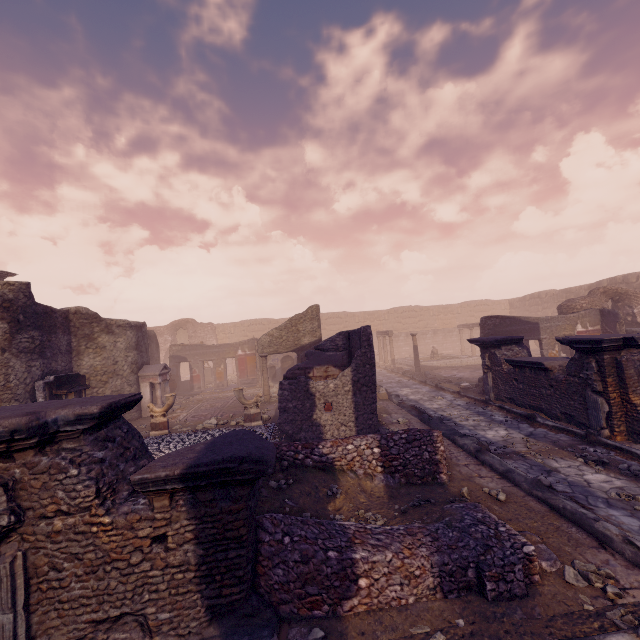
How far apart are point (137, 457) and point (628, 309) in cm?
2128

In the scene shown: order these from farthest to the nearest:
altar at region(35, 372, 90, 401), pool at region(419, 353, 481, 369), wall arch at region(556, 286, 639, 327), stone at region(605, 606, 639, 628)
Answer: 1. pool at region(419, 353, 481, 369)
2. wall arch at region(556, 286, 639, 327)
3. altar at region(35, 372, 90, 401)
4. stone at region(605, 606, 639, 628)

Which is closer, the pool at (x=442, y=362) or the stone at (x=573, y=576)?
the stone at (x=573, y=576)

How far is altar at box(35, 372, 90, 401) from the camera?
9.9 meters

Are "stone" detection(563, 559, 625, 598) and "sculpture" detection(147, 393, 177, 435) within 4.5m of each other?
no

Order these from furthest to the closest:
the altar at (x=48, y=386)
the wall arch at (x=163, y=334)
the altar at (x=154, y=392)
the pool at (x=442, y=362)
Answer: the wall arch at (x=163, y=334) < the pool at (x=442, y=362) < the altar at (x=154, y=392) < the altar at (x=48, y=386)

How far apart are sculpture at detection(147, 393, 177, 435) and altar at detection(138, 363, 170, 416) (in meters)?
2.81

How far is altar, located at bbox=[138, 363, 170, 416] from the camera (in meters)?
13.37
